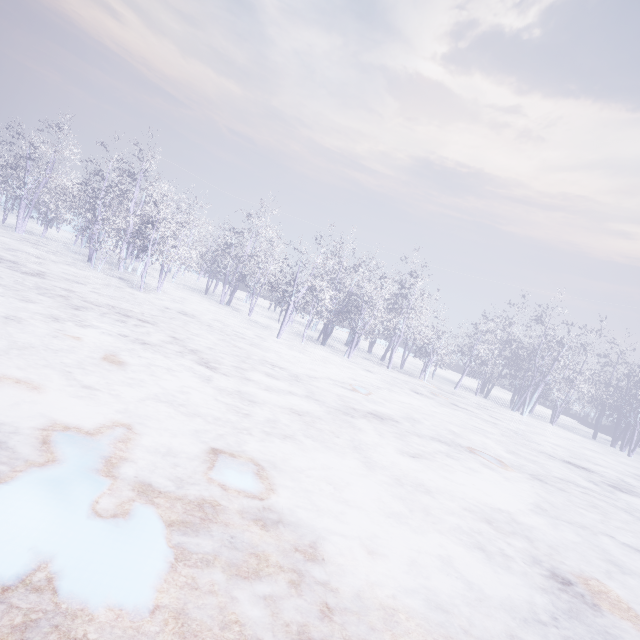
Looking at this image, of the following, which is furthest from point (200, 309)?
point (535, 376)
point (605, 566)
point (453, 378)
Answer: point (453, 378)
